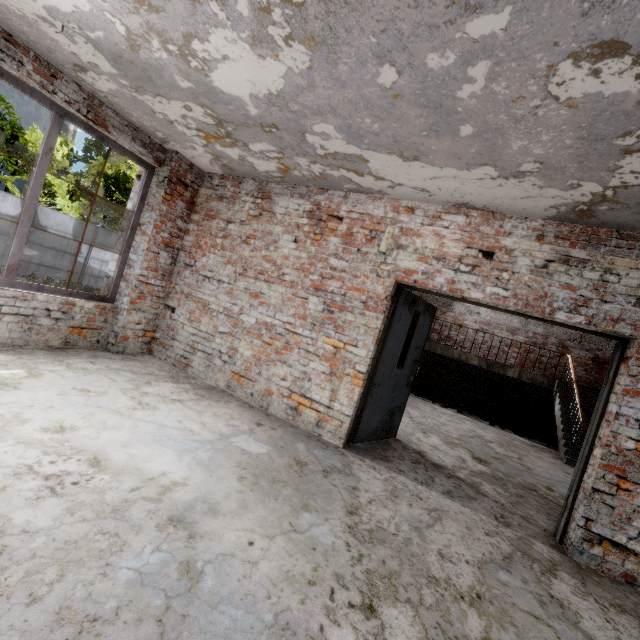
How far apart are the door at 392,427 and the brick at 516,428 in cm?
606

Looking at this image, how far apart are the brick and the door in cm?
606

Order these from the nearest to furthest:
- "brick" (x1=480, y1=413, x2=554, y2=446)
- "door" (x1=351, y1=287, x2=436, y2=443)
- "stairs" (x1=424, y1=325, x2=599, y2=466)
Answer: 1. "door" (x1=351, y1=287, x2=436, y2=443)
2. "stairs" (x1=424, y1=325, x2=599, y2=466)
3. "brick" (x1=480, y1=413, x2=554, y2=446)

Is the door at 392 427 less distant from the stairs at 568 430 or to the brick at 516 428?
the stairs at 568 430

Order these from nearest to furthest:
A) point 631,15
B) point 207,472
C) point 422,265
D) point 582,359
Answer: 1. point 631,15
2. point 207,472
3. point 422,265
4. point 582,359

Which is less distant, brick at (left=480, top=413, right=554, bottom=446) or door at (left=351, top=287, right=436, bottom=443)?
door at (left=351, top=287, right=436, bottom=443)

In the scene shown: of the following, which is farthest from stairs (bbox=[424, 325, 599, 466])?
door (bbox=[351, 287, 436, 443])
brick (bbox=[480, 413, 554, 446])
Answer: door (bbox=[351, 287, 436, 443])
